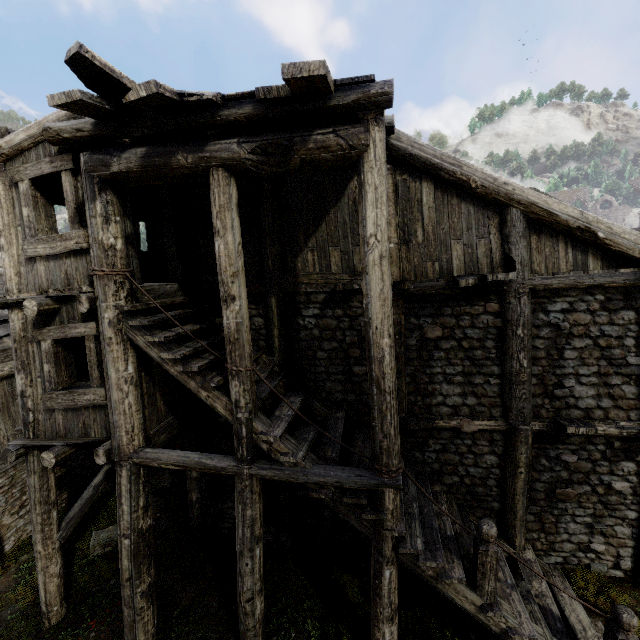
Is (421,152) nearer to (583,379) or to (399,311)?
(399,311)
